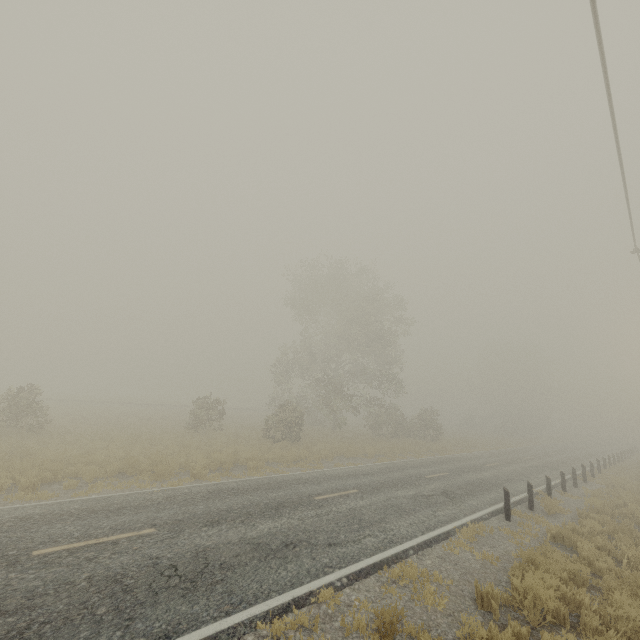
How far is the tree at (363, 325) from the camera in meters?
28.8 m

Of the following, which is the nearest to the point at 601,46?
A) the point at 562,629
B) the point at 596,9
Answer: the point at 596,9

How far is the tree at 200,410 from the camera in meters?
24.2 m

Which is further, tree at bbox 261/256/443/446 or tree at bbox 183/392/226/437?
tree at bbox 261/256/443/446

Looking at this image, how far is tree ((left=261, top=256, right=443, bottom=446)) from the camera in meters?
28.8 m

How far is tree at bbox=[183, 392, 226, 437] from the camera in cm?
2419
